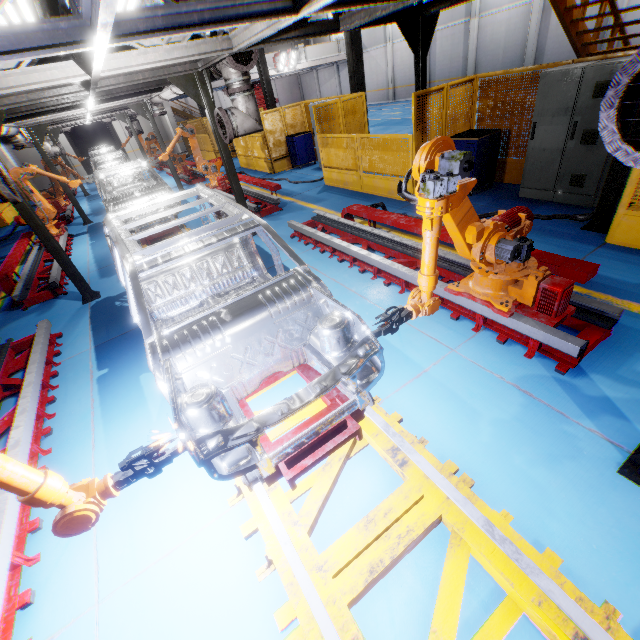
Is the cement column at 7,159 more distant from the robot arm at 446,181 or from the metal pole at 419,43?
the robot arm at 446,181

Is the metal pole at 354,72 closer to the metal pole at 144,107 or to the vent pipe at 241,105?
the vent pipe at 241,105

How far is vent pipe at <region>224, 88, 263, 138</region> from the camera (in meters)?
5.90

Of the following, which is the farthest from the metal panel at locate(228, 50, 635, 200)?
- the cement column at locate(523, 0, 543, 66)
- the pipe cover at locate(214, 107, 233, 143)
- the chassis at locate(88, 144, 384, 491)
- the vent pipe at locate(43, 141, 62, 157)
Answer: the cement column at locate(523, 0, 543, 66)

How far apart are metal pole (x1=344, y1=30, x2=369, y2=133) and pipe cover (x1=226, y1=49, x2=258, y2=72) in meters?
7.5

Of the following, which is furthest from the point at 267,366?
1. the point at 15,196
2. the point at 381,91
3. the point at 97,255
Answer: the point at 381,91

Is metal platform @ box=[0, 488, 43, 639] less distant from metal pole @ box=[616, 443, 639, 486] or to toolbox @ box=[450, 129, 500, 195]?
metal pole @ box=[616, 443, 639, 486]

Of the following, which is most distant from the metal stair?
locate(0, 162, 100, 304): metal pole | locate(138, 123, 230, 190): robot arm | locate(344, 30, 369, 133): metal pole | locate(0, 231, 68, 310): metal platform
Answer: locate(0, 231, 68, 310): metal platform
